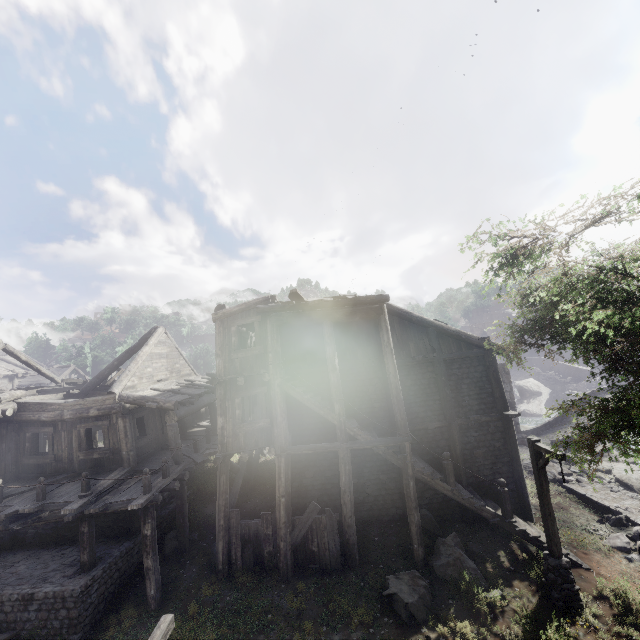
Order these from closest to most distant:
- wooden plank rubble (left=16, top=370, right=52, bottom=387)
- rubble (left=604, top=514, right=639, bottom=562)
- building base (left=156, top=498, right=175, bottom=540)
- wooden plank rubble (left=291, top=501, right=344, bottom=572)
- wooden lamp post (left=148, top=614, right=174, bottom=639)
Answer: wooden lamp post (left=148, top=614, right=174, bottom=639)
wooden plank rubble (left=291, top=501, right=344, bottom=572)
rubble (left=604, top=514, right=639, bottom=562)
building base (left=156, top=498, right=175, bottom=540)
wooden plank rubble (left=16, top=370, right=52, bottom=387)

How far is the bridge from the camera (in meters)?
28.40

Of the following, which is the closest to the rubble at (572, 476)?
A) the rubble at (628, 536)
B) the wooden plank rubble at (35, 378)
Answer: the rubble at (628, 536)

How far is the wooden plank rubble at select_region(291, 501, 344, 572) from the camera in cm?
1138

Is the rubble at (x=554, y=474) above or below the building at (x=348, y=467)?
below

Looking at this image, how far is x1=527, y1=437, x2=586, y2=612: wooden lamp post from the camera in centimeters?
961cm

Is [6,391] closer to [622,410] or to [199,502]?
[199,502]

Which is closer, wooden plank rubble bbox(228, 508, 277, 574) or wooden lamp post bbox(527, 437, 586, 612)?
wooden lamp post bbox(527, 437, 586, 612)
